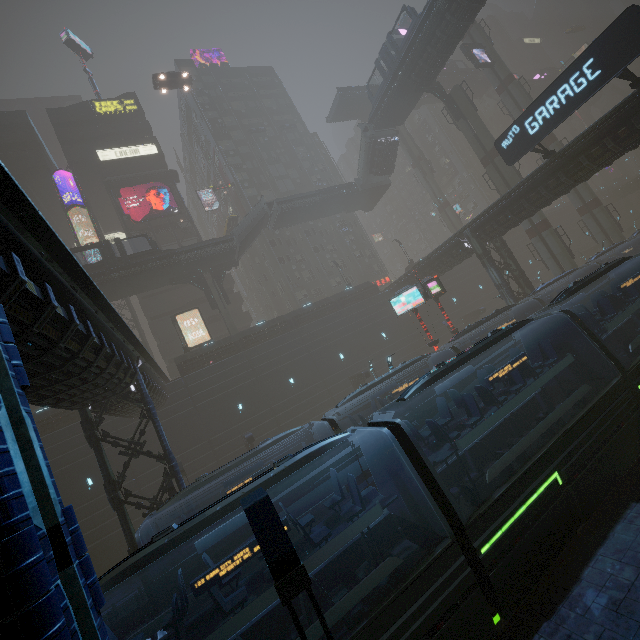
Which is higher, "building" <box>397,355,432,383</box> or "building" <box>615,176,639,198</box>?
"building" <box>615,176,639,198</box>

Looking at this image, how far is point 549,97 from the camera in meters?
17.7 m

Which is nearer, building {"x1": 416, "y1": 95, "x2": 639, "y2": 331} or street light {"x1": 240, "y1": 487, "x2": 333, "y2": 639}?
street light {"x1": 240, "y1": 487, "x2": 333, "y2": 639}

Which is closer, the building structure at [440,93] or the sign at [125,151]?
the building structure at [440,93]

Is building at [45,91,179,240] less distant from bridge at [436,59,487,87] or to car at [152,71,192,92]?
bridge at [436,59,487,87]

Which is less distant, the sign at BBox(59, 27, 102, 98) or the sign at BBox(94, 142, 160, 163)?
the sign at BBox(94, 142, 160, 163)

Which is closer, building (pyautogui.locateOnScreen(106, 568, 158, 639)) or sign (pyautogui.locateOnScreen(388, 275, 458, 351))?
building (pyautogui.locateOnScreen(106, 568, 158, 639))

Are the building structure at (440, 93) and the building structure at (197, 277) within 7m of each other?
no
